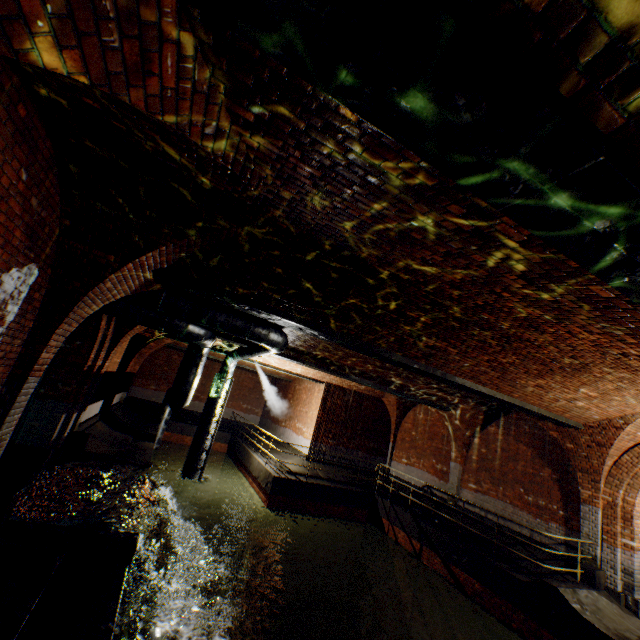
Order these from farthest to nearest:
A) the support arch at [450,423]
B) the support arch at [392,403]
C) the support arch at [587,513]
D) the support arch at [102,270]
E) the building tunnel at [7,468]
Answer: the support arch at [392,403], the support arch at [450,423], the support arch at [587,513], the building tunnel at [7,468], the support arch at [102,270]

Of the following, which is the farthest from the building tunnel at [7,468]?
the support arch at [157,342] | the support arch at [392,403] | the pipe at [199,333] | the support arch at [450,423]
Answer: the support arch at [392,403]

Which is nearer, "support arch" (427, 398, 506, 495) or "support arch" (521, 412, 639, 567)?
"support arch" (521, 412, 639, 567)

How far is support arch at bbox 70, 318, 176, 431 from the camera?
8.81m

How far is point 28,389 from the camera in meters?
4.6

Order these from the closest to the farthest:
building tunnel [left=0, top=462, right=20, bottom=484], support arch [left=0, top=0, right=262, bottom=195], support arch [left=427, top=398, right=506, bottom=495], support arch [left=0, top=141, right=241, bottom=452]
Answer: support arch [left=0, top=0, right=262, bottom=195]
support arch [left=0, top=141, right=241, bottom=452]
building tunnel [left=0, top=462, right=20, bottom=484]
support arch [left=427, top=398, right=506, bottom=495]

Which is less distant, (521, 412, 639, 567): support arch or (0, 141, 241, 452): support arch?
(0, 141, 241, 452): support arch

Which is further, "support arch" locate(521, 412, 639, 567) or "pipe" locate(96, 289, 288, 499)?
"support arch" locate(521, 412, 639, 567)
